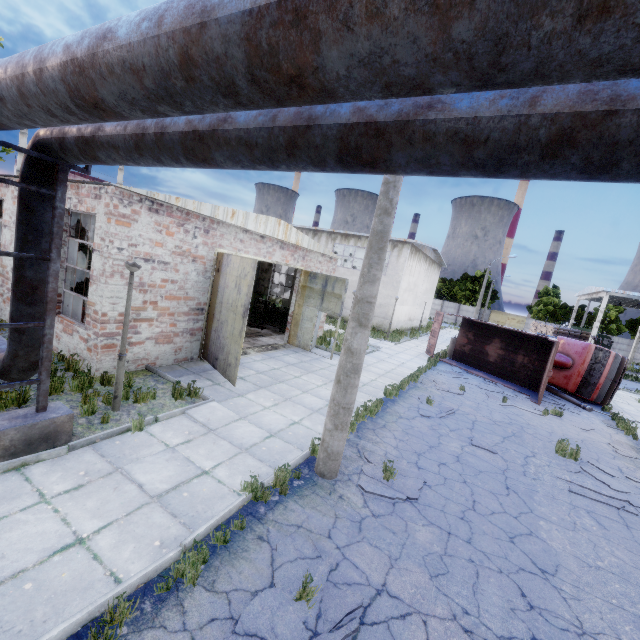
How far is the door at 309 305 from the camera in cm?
1477

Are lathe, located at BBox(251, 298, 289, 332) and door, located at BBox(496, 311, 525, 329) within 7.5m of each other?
no

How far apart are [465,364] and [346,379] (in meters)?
17.21

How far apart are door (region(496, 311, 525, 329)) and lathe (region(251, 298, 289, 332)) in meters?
53.2

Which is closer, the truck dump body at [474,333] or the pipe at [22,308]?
the pipe at [22,308]

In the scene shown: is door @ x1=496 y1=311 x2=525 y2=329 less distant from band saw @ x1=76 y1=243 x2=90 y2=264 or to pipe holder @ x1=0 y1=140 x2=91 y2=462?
band saw @ x1=76 y1=243 x2=90 y2=264

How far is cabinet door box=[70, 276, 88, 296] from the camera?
12.9m

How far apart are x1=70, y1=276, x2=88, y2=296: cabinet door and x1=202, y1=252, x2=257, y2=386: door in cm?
577
